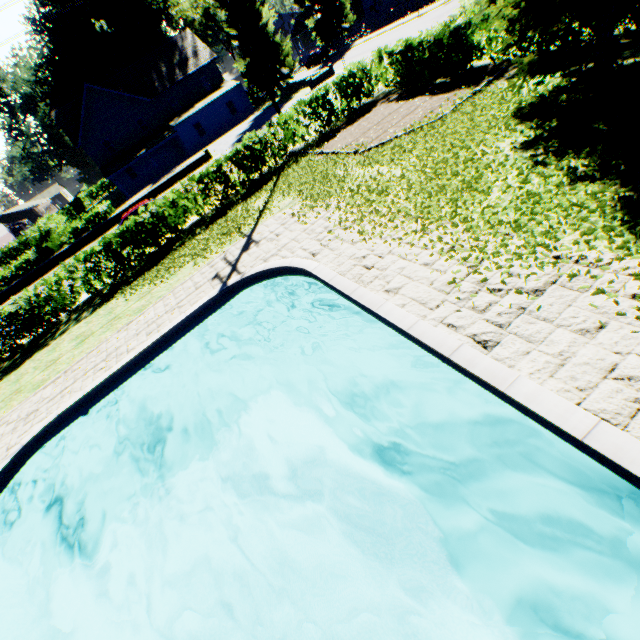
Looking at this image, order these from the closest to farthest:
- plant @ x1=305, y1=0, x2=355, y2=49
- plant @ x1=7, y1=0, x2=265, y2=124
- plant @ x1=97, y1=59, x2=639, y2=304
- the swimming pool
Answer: the swimming pool → plant @ x1=97, y1=59, x2=639, y2=304 → plant @ x1=7, y1=0, x2=265, y2=124 → plant @ x1=305, y1=0, x2=355, y2=49

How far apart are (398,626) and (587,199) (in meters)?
7.36

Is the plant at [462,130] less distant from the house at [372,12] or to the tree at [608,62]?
the house at [372,12]

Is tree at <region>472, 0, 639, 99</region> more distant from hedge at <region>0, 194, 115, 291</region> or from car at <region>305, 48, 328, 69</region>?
car at <region>305, 48, 328, 69</region>

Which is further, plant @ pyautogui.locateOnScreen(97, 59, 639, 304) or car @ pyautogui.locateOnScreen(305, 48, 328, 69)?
car @ pyautogui.locateOnScreen(305, 48, 328, 69)

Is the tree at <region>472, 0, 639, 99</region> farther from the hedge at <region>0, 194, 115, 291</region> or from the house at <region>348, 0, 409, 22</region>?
the house at <region>348, 0, 409, 22</region>

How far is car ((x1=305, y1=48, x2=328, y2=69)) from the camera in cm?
4681

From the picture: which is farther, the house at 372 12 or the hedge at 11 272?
the house at 372 12
